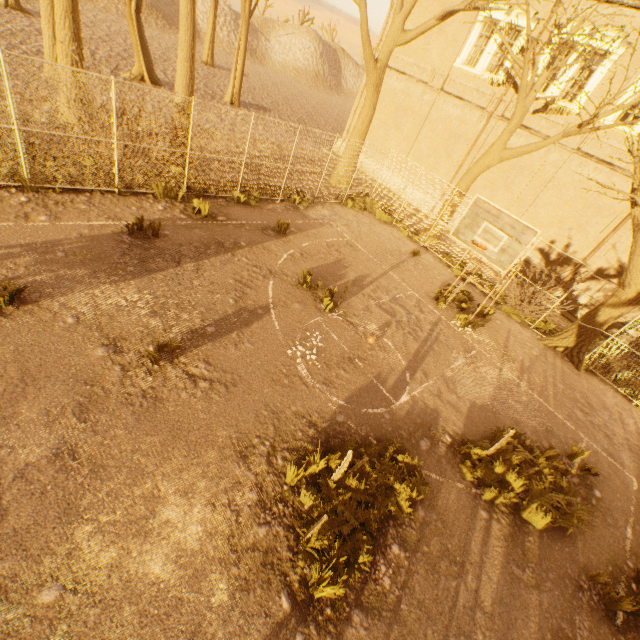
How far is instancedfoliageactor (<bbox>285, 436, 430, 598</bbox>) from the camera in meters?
4.4

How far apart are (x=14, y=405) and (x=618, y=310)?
15.96m

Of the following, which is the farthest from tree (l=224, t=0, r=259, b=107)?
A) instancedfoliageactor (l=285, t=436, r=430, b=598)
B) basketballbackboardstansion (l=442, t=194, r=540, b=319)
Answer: instancedfoliageactor (l=285, t=436, r=430, b=598)

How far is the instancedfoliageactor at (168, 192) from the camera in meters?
10.2 m

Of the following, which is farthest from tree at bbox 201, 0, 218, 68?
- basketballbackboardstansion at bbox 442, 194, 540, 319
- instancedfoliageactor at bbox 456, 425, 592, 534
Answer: instancedfoliageactor at bbox 456, 425, 592, 534

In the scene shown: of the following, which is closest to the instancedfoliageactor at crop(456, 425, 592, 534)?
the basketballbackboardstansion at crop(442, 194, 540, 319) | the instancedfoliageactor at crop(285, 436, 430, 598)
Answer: the instancedfoliageactor at crop(285, 436, 430, 598)

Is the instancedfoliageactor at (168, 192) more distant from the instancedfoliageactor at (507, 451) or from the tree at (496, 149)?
the instancedfoliageactor at (507, 451)

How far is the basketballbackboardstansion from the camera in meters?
7.6
